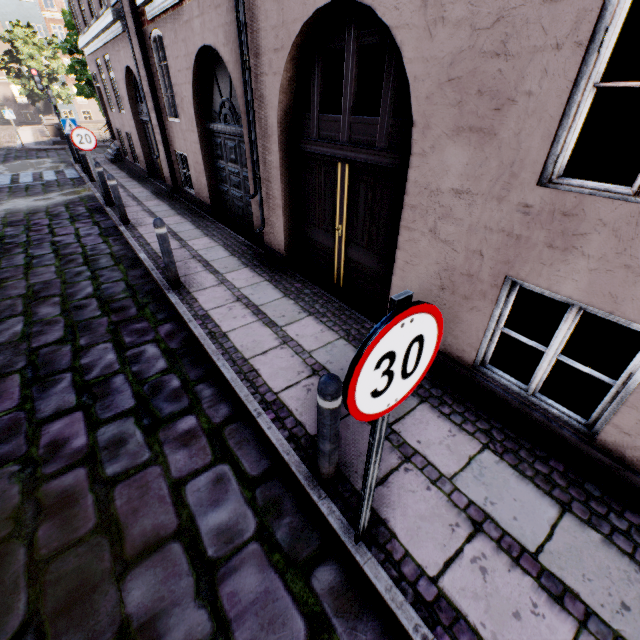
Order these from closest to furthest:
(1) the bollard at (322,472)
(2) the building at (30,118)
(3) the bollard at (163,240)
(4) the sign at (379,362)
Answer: (4) the sign at (379,362) < (1) the bollard at (322,472) < (3) the bollard at (163,240) < (2) the building at (30,118)

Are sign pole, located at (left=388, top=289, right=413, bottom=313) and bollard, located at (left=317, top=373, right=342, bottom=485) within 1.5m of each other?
yes

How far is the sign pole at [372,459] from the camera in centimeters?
153cm

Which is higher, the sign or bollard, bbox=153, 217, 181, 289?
the sign

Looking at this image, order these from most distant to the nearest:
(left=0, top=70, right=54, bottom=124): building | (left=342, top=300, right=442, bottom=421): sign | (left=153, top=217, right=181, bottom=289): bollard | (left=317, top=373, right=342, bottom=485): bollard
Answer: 1. (left=0, top=70, right=54, bottom=124): building
2. (left=153, top=217, right=181, bottom=289): bollard
3. (left=317, top=373, right=342, bottom=485): bollard
4. (left=342, top=300, right=442, bottom=421): sign

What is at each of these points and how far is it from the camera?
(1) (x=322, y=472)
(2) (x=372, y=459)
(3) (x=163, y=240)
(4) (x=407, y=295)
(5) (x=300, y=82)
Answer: (1) bollard, 2.5 meters
(2) sign pole, 1.7 meters
(3) bollard, 4.7 meters
(4) sign pole, 1.1 meters
(5) building, 4.4 meters

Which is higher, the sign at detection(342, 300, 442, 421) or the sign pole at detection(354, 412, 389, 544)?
the sign at detection(342, 300, 442, 421)

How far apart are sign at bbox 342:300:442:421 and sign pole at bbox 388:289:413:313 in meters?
0.0
